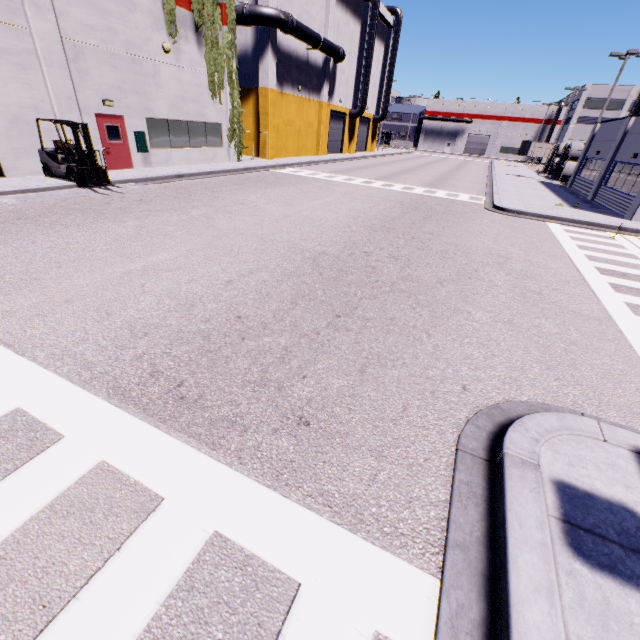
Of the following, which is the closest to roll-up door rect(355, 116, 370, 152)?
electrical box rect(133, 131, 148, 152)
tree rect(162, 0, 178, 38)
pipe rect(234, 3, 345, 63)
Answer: pipe rect(234, 3, 345, 63)

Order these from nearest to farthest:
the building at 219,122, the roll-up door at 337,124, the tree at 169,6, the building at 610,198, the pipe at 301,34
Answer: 1. the building at 219,122
2. the tree at 169,6
3. the building at 610,198
4. the pipe at 301,34
5. the roll-up door at 337,124

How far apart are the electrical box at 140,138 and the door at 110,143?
0.4m

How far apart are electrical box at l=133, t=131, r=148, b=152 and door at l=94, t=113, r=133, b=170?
0.4 meters

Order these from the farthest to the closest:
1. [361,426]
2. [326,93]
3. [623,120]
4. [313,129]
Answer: [313,129] → [326,93] → [623,120] → [361,426]

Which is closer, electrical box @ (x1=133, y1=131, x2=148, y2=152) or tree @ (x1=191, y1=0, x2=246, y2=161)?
electrical box @ (x1=133, y1=131, x2=148, y2=152)

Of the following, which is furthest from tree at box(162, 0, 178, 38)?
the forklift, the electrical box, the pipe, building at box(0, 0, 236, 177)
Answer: the forklift

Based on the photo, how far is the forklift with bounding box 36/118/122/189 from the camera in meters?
12.1 m
